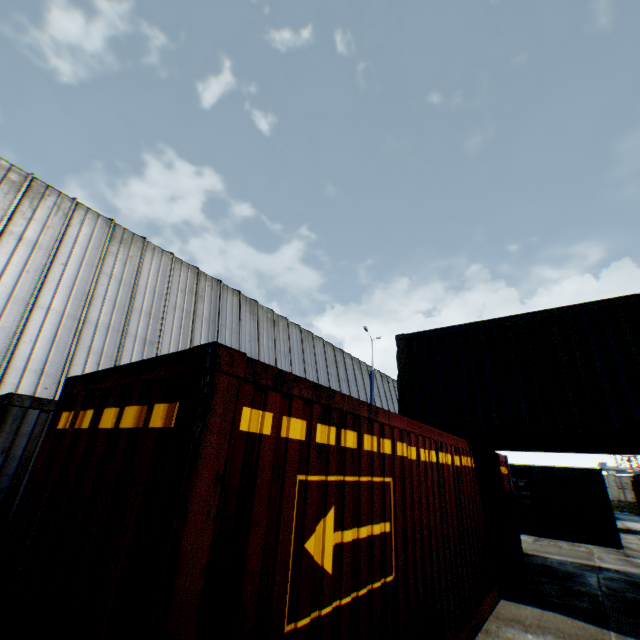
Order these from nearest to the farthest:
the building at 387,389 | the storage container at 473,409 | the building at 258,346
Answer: the storage container at 473,409
the building at 258,346
the building at 387,389

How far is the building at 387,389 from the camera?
29.9 meters

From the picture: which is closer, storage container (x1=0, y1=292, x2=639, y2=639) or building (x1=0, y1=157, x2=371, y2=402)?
storage container (x1=0, y1=292, x2=639, y2=639)

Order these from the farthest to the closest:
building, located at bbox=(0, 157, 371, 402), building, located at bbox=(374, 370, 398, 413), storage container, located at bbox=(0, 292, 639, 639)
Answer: building, located at bbox=(374, 370, 398, 413) < building, located at bbox=(0, 157, 371, 402) < storage container, located at bbox=(0, 292, 639, 639)

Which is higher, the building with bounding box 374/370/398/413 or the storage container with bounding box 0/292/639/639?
the building with bounding box 374/370/398/413

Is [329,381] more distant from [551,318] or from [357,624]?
[357,624]

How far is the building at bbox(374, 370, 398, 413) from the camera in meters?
29.9
